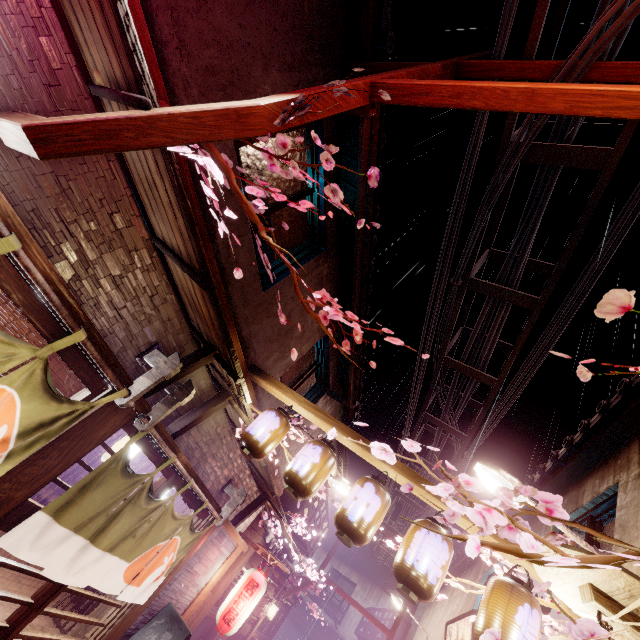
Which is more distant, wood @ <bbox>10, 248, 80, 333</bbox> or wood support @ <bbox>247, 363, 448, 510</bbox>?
wood support @ <bbox>247, 363, 448, 510</bbox>

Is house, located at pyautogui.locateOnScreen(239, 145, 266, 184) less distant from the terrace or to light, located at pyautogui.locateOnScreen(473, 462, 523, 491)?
the terrace

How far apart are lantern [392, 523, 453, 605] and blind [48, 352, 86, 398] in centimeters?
672cm

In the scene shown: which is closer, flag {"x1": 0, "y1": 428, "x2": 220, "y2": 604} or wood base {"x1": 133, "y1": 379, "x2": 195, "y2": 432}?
flag {"x1": 0, "y1": 428, "x2": 220, "y2": 604}

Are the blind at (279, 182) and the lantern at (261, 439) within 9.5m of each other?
yes

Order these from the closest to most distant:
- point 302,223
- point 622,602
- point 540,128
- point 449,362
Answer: point 622,602
point 540,128
point 302,223
point 449,362

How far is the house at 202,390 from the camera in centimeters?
805cm

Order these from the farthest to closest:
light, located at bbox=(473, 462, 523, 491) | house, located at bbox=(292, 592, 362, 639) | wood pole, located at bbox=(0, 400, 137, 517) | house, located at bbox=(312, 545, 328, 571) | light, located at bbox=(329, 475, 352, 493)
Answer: house, located at bbox=(312, 545, 328, 571)
house, located at bbox=(292, 592, 362, 639)
light, located at bbox=(329, 475, 352, 493)
light, located at bbox=(473, 462, 523, 491)
wood pole, located at bbox=(0, 400, 137, 517)
